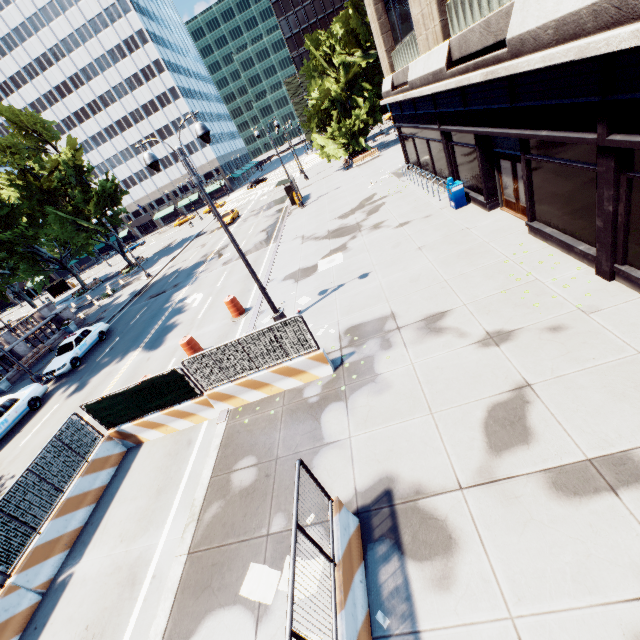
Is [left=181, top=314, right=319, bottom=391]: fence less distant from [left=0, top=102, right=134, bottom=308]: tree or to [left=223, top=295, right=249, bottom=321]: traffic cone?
[left=223, top=295, right=249, bottom=321]: traffic cone

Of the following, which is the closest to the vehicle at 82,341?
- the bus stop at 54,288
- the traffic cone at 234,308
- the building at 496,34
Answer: the traffic cone at 234,308

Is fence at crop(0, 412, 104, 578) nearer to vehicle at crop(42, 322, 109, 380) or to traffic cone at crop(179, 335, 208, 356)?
traffic cone at crop(179, 335, 208, 356)

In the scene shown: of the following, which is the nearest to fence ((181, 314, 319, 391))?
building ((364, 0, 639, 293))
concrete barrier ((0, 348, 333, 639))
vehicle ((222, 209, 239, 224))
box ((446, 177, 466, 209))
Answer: concrete barrier ((0, 348, 333, 639))

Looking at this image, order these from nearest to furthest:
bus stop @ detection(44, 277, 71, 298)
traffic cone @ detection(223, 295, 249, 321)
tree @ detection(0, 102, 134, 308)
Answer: traffic cone @ detection(223, 295, 249, 321) < tree @ detection(0, 102, 134, 308) < bus stop @ detection(44, 277, 71, 298)

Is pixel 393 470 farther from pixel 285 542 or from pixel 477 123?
pixel 477 123

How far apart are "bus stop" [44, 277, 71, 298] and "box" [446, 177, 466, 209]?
68.85m

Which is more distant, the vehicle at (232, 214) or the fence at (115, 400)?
the vehicle at (232, 214)
